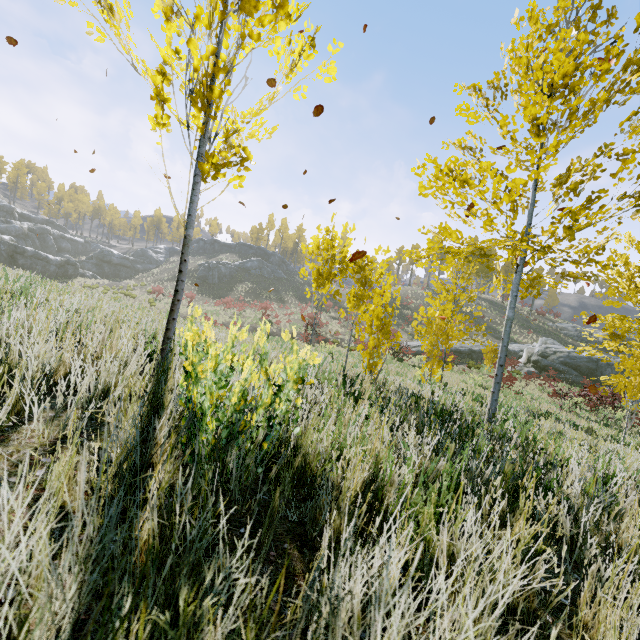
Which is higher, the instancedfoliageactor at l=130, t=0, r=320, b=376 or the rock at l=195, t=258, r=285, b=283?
the rock at l=195, t=258, r=285, b=283

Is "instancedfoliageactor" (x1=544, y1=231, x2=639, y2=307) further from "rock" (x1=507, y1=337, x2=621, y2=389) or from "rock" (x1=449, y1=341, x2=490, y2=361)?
"rock" (x1=449, y1=341, x2=490, y2=361)

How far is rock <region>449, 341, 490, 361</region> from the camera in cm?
3034

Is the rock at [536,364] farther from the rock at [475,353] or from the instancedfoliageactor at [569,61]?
the instancedfoliageactor at [569,61]

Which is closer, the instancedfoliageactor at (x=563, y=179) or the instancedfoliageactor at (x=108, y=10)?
the instancedfoliageactor at (x=108, y=10)

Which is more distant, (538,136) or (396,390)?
(396,390)

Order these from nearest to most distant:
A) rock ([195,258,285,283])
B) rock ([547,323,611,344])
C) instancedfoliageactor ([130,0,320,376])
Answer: instancedfoliageactor ([130,0,320,376])
rock ([547,323,611,344])
rock ([195,258,285,283])

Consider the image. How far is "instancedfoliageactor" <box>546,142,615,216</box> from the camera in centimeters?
313cm
